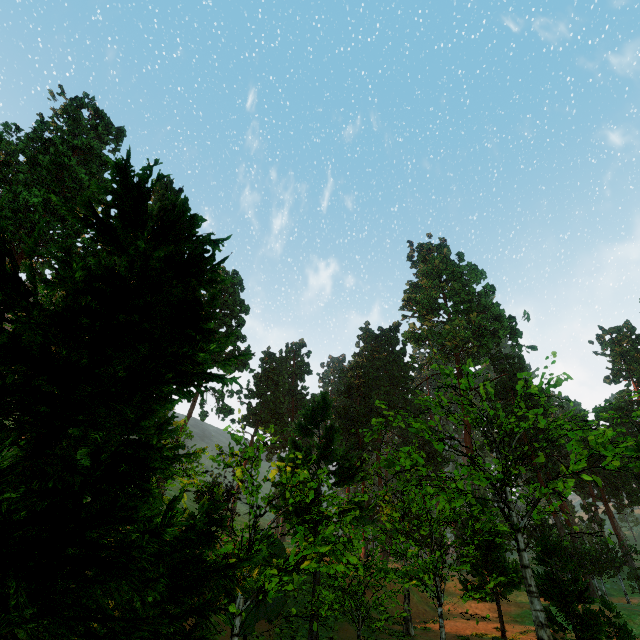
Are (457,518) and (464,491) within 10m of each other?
yes
